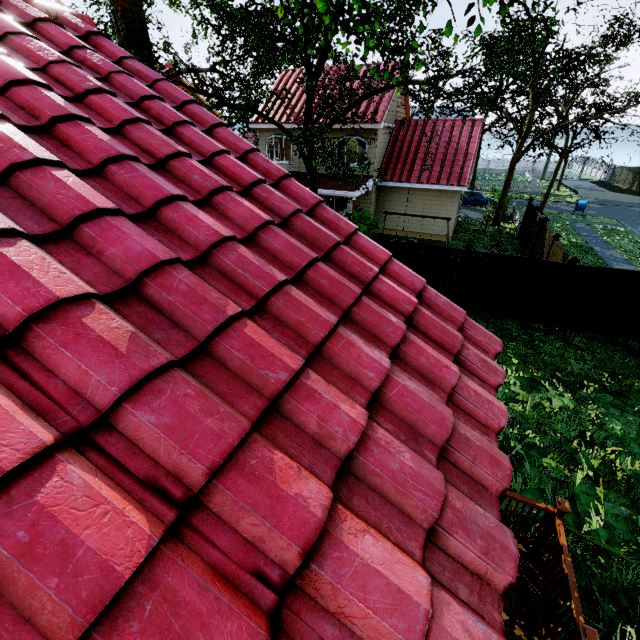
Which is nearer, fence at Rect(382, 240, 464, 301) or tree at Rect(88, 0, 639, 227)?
tree at Rect(88, 0, 639, 227)

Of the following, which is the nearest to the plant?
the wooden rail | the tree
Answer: the tree

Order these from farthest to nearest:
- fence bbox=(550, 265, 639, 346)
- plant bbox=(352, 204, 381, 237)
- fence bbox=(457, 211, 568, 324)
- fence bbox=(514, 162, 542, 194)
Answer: fence bbox=(514, 162, 542, 194), plant bbox=(352, 204, 381, 237), fence bbox=(457, 211, 568, 324), fence bbox=(550, 265, 639, 346)

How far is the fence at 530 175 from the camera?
37.90m

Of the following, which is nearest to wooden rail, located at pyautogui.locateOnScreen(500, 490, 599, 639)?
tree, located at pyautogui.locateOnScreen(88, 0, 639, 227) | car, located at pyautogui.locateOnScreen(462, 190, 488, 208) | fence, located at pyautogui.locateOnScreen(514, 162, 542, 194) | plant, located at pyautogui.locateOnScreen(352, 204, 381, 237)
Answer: fence, located at pyautogui.locateOnScreen(514, 162, 542, 194)

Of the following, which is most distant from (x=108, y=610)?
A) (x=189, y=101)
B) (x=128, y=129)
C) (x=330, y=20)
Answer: (x=330, y=20)

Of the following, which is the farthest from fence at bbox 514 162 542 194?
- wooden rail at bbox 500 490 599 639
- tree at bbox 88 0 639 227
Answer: wooden rail at bbox 500 490 599 639

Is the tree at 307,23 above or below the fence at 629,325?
above
